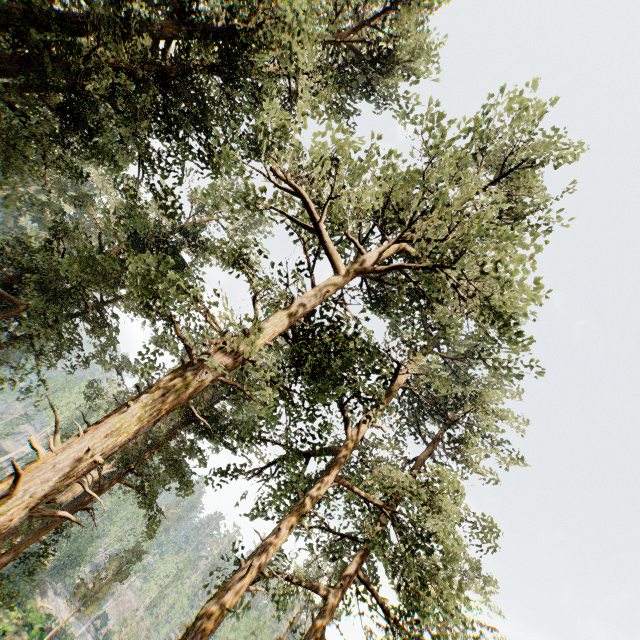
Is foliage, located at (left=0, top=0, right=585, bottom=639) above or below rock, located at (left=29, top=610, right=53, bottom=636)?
above

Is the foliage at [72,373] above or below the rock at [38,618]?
above

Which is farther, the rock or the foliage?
the rock

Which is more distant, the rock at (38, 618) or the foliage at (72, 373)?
the rock at (38, 618)

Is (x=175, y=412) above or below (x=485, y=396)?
below
